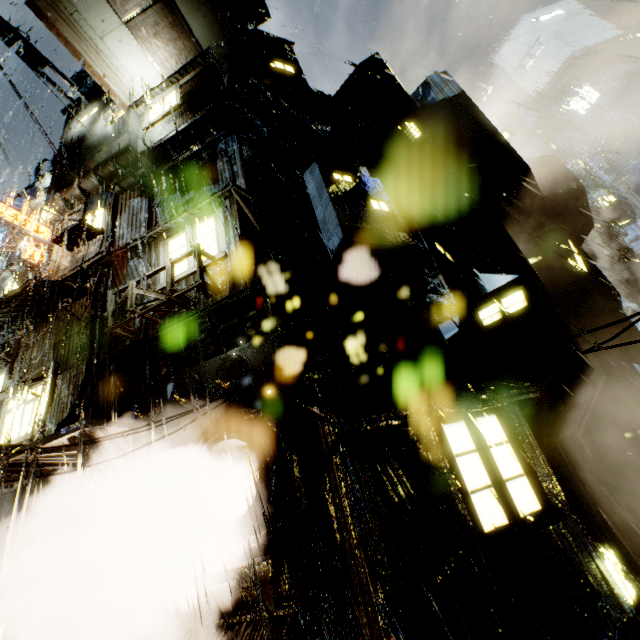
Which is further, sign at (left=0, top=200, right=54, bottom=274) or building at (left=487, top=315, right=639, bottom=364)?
sign at (left=0, top=200, right=54, bottom=274)

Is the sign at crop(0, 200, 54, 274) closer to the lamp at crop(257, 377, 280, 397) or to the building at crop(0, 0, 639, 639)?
the building at crop(0, 0, 639, 639)

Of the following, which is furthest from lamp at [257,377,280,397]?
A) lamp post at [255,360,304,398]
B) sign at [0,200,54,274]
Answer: sign at [0,200,54,274]

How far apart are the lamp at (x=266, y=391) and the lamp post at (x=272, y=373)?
0.1 meters

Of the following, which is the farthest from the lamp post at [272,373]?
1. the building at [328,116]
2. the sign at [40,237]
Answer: the sign at [40,237]

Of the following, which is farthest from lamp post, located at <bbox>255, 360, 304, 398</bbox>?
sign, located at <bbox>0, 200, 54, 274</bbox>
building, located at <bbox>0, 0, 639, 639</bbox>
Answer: sign, located at <bbox>0, 200, 54, 274</bbox>

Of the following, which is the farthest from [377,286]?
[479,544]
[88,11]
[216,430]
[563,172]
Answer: [563,172]

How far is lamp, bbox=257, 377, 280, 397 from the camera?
6.9 meters
